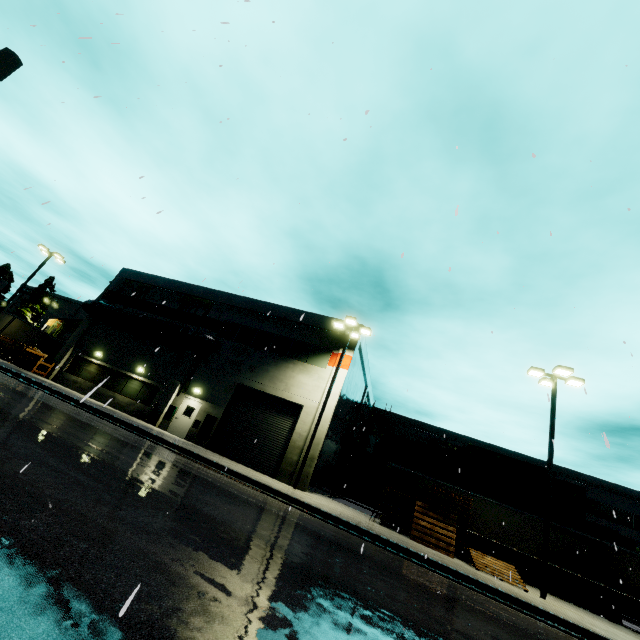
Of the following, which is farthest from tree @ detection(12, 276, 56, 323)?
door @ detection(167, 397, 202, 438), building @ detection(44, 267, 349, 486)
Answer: door @ detection(167, 397, 202, 438)

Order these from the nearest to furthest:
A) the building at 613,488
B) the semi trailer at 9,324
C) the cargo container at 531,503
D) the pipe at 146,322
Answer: the pipe at 146,322
the cargo container at 531,503
the building at 613,488
the semi trailer at 9,324

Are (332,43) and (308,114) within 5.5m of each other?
yes

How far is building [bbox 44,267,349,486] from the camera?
21.1m

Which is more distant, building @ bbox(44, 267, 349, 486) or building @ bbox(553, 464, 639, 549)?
building @ bbox(553, 464, 639, 549)

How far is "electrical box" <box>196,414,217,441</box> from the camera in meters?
20.4 m

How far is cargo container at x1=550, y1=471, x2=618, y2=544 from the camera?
23.3m

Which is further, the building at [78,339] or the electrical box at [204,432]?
the building at [78,339]
